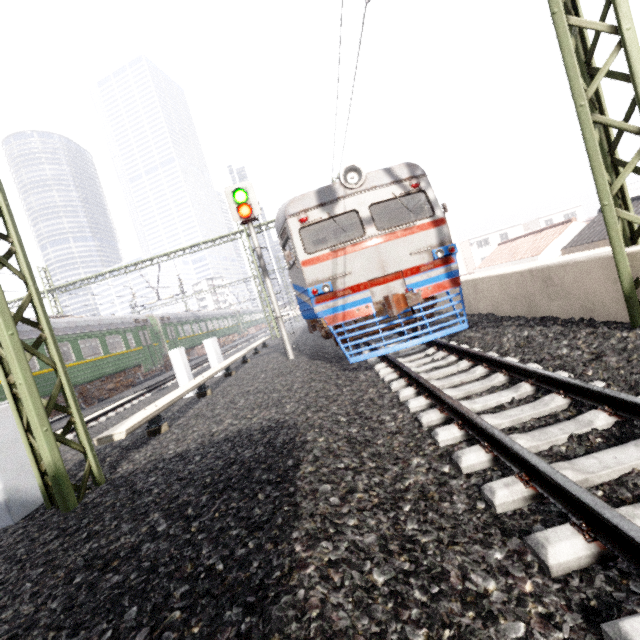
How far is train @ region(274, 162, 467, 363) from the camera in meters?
6.9 m

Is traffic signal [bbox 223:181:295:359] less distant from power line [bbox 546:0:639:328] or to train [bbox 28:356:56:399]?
power line [bbox 546:0:639:328]

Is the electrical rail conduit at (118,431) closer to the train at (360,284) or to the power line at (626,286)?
the power line at (626,286)

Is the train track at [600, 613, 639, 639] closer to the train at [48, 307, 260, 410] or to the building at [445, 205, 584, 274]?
the train at [48, 307, 260, 410]

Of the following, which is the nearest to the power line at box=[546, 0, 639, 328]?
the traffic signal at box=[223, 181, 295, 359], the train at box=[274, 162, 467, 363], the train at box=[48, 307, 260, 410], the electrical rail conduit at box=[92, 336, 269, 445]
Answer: the electrical rail conduit at box=[92, 336, 269, 445]

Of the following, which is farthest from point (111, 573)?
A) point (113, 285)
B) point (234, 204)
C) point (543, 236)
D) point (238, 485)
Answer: point (543, 236)

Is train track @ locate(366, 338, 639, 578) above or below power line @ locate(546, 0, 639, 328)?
below

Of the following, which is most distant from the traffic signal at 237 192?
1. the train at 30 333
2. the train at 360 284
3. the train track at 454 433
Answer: the train at 30 333
